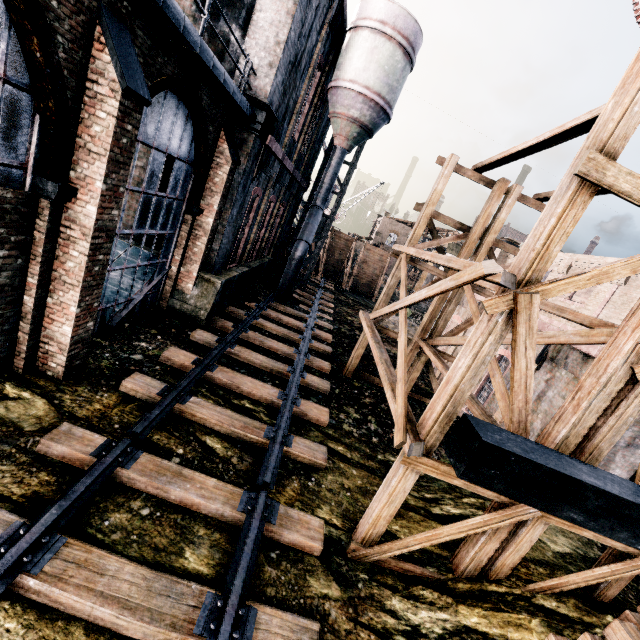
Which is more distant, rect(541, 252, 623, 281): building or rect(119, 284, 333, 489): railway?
rect(541, 252, 623, 281): building

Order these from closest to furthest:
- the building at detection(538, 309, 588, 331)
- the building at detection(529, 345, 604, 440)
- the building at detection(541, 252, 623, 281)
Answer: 1. the building at detection(529, 345, 604, 440)
2. the building at detection(538, 309, 588, 331)
3. the building at detection(541, 252, 623, 281)

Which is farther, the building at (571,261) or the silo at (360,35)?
the building at (571,261)

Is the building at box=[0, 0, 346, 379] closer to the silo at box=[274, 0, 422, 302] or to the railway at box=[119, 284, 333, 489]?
the silo at box=[274, 0, 422, 302]

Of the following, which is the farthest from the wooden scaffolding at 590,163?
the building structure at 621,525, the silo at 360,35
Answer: the silo at 360,35

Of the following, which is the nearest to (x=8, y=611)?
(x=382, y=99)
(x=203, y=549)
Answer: (x=203, y=549)

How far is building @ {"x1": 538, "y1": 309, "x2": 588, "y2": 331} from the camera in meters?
11.7 m
